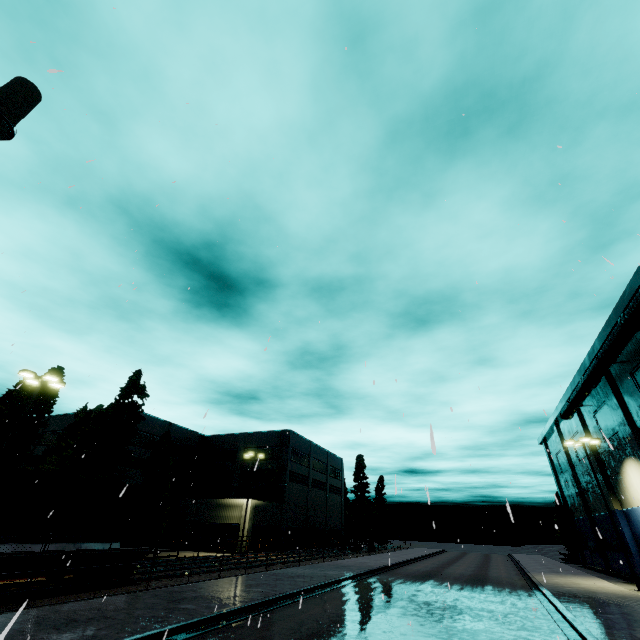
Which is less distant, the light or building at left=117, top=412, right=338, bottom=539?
the light

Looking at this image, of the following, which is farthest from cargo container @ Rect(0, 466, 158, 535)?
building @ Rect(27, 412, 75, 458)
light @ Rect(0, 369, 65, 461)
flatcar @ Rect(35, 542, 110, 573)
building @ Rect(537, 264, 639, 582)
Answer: building @ Rect(27, 412, 75, 458)

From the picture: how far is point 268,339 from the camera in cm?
668

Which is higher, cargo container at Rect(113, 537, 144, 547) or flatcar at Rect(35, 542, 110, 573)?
cargo container at Rect(113, 537, 144, 547)

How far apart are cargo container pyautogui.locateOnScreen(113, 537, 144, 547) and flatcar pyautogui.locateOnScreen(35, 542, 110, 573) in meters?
0.0 m

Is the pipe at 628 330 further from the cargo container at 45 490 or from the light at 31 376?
the light at 31 376

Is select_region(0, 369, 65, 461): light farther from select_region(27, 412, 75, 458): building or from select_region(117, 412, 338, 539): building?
select_region(27, 412, 75, 458): building

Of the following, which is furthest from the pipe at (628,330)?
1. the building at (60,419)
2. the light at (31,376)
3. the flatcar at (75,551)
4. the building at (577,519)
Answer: the building at (60,419)
